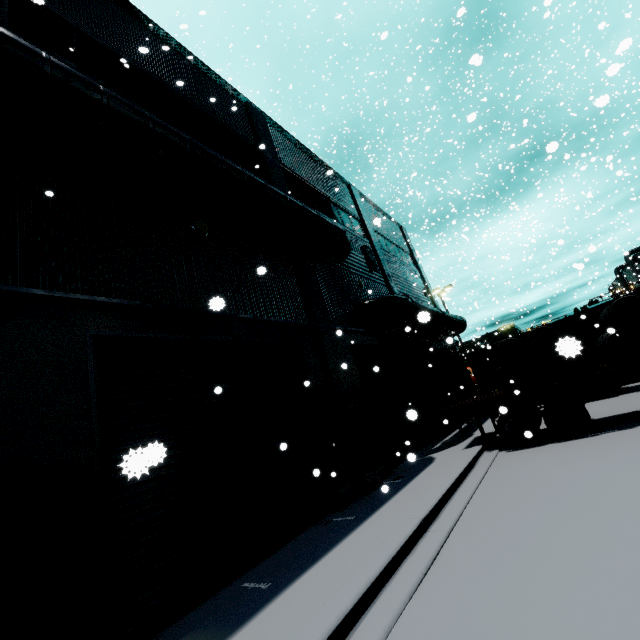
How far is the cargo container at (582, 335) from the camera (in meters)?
13.34

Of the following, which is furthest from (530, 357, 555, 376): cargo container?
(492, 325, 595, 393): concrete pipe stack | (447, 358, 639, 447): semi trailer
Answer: (492, 325, 595, 393): concrete pipe stack

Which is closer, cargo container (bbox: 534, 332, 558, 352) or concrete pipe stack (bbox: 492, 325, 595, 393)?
concrete pipe stack (bbox: 492, 325, 595, 393)

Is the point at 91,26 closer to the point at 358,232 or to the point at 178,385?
the point at 178,385

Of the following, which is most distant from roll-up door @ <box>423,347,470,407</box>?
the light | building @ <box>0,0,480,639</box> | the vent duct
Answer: the light

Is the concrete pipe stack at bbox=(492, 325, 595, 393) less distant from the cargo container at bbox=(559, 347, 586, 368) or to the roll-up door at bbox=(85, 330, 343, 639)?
the roll-up door at bbox=(85, 330, 343, 639)

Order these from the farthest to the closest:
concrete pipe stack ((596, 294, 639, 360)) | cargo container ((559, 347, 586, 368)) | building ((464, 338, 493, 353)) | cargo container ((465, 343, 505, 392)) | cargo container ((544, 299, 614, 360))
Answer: building ((464, 338, 493, 353))
cargo container ((465, 343, 505, 392))
cargo container ((544, 299, 614, 360))
concrete pipe stack ((596, 294, 639, 360))
cargo container ((559, 347, 586, 368))

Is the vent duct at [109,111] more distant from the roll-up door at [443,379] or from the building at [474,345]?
the roll-up door at [443,379]
